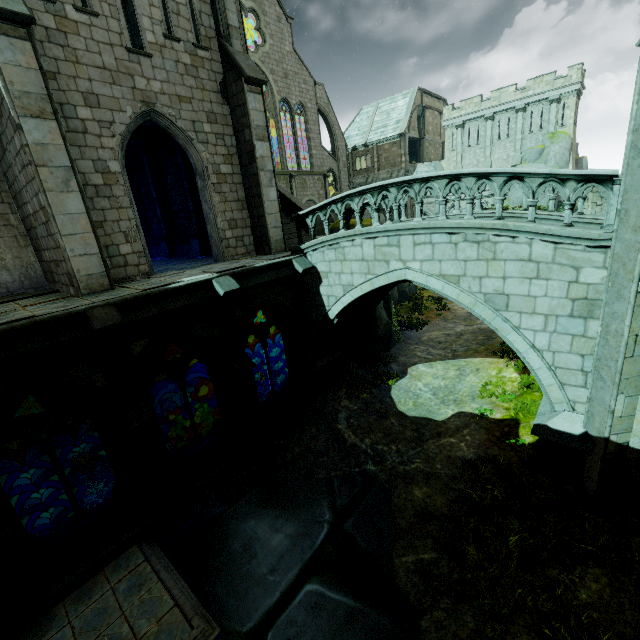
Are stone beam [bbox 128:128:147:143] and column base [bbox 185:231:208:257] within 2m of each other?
no

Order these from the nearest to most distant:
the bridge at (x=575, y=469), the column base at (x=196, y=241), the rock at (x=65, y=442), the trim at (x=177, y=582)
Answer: the trim at (x=177, y=582) < the bridge at (x=575, y=469) < the column base at (x=196, y=241) < the rock at (x=65, y=442)

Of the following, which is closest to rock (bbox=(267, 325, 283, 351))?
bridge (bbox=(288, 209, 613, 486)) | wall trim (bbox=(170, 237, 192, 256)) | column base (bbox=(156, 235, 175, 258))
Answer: bridge (bbox=(288, 209, 613, 486))

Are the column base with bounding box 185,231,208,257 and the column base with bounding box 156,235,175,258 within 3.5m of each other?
yes

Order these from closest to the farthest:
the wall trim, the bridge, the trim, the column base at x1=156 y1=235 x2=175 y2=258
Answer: the trim → the bridge → the wall trim → the column base at x1=156 y1=235 x2=175 y2=258

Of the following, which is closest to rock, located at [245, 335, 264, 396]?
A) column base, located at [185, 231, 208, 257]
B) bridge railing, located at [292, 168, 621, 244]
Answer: column base, located at [185, 231, 208, 257]

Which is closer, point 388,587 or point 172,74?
point 388,587

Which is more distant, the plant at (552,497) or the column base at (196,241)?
the column base at (196,241)
